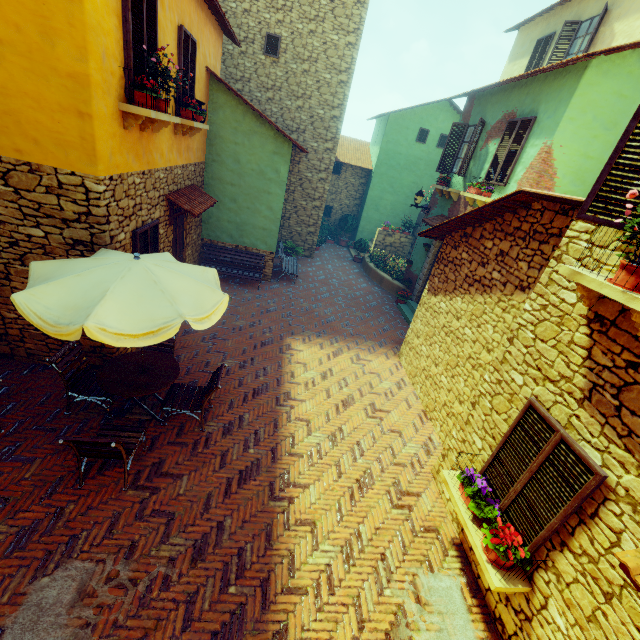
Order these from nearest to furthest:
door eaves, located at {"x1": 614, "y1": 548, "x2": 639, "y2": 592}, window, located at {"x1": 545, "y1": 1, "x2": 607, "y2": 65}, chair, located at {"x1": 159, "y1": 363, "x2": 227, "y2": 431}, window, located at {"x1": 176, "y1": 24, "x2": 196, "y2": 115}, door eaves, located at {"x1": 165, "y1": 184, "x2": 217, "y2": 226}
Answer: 1. door eaves, located at {"x1": 614, "y1": 548, "x2": 639, "y2": 592}
2. chair, located at {"x1": 159, "y1": 363, "x2": 227, "y2": 431}
3. window, located at {"x1": 176, "y1": 24, "x2": 196, "y2": 115}
4. door eaves, located at {"x1": 165, "y1": 184, "x2": 217, "y2": 226}
5. window, located at {"x1": 545, "y1": 1, "x2": 607, "y2": 65}

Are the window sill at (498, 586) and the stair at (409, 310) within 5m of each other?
no

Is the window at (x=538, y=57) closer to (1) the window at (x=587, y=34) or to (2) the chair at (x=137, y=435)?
(1) the window at (x=587, y=34)

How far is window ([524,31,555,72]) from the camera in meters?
13.6 m

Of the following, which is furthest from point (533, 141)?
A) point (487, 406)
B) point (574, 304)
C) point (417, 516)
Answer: point (417, 516)

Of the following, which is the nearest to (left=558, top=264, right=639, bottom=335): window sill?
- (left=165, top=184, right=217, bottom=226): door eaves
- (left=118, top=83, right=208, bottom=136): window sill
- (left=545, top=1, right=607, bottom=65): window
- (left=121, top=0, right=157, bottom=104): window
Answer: (left=121, top=0, right=157, bottom=104): window

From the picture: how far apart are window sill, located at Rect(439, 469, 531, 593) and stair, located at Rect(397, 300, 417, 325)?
6.5m

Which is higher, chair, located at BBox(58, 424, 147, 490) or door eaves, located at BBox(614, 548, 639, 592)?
door eaves, located at BBox(614, 548, 639, 592)
